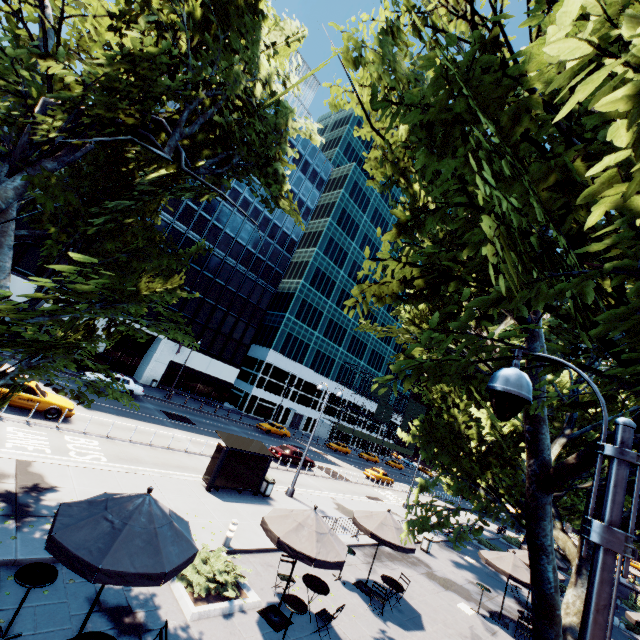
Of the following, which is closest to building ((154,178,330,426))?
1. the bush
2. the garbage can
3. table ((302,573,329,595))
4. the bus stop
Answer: the bus stop

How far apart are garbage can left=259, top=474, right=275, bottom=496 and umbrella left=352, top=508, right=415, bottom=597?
5.9m

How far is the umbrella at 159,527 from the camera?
5.3m

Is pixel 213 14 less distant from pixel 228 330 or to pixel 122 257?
pixel 122 257

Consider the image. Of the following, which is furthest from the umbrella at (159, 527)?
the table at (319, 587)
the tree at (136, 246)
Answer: the table at (319, 587)

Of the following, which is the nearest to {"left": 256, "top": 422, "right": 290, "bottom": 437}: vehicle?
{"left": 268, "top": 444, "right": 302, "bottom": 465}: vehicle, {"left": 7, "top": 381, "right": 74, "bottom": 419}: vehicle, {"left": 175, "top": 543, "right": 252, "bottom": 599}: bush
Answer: {"left": 268, "top": 444, "right": 302, "bottom": 465}: vehicle

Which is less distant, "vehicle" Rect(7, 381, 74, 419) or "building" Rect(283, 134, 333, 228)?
"vehicle" Rect(7, 381, 74, 419)

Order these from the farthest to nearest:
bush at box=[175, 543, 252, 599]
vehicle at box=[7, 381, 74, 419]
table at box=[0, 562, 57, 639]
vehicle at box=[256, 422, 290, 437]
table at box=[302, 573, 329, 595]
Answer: vehicle at box=[256, 422, 290, 437] < vehicle at box=[7, 381, 74, 419] < table at box=[302, 573, 329, 595] < bush at box=[175, 543, 252, 599] < table at box=[0, 562, 57, 639]
